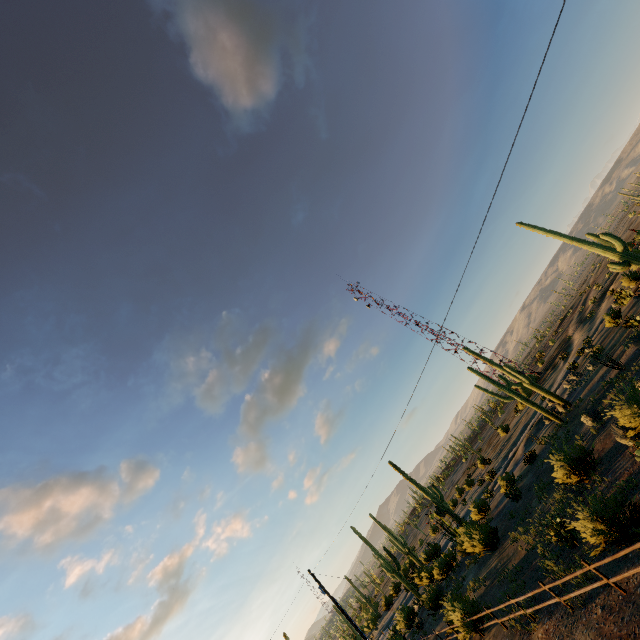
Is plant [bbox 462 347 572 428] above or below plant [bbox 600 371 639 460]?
above

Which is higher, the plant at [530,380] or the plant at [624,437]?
the plant at [530,380]

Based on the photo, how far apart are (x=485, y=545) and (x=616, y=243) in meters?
21.6

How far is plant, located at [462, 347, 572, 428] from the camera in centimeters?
2686cm

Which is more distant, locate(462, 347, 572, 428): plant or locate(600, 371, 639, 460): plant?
locate(462, 347, 572, 428): plant

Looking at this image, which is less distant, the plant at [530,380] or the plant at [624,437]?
the plant at [624,437]
